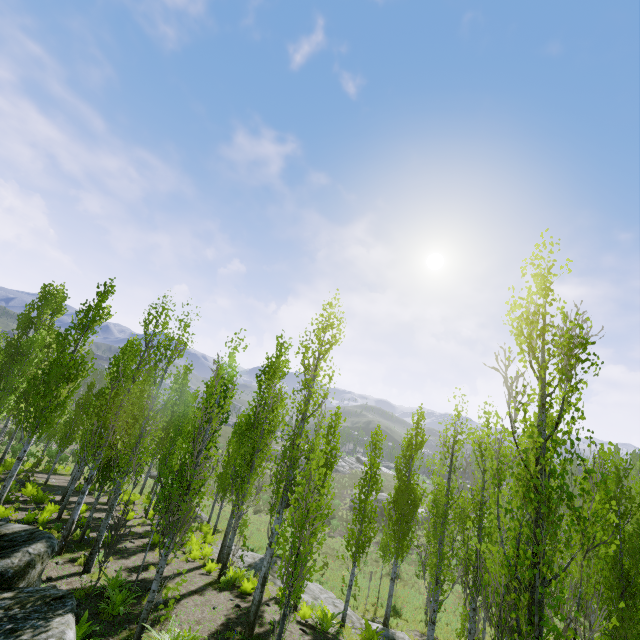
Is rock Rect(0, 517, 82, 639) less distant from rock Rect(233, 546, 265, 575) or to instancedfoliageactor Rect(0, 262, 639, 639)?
instancedfoliageactor Rect(0, 262, 639, 639)

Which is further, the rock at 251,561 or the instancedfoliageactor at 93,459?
the rock at 251,561

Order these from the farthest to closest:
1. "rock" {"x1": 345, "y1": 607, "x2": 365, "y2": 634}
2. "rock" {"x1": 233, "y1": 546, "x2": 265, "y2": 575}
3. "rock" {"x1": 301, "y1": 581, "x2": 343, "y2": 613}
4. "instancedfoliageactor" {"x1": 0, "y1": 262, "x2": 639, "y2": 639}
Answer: "rock" {"x1": 233, "y1": 546, "x2": 265, "y2": 575}
"rock" {"x1": 301, "y1": 581, "x2": 343, "y2": 613}
"rock" {"x1": 345, "y1": 607, "x2": 365, "y2": 634}
"instancedfoliageactor" {"x1": 0, "y1": 262, "x2": 639, "y2": 639}

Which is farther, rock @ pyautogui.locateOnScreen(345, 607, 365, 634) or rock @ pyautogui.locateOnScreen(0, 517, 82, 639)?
rock @ pyautogui.locateOnScreen(345, 607, 365, 634)

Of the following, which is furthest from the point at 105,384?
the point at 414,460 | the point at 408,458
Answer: the point at 414,460

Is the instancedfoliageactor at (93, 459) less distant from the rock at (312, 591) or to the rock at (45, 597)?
the rock at (45, 597)
